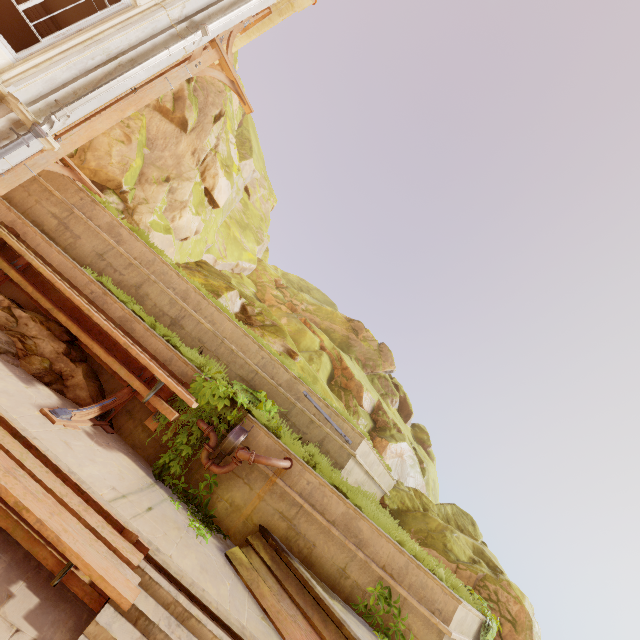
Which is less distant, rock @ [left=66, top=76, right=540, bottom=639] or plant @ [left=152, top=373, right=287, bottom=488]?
plant @ [left=152, top=373, right=287, bottom=488]

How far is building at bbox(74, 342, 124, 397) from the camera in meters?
6.8

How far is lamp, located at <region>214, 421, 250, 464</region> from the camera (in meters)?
6.42

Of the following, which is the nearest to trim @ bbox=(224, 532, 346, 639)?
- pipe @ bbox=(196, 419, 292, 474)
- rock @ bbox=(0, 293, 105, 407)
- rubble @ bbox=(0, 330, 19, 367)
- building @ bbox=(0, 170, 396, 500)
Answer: building @ bbox=(0, 170, 396, 500)

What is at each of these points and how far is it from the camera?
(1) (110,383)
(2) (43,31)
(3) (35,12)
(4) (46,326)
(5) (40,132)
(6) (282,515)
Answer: (1) building, 6.9 meters
(2) pillar, 11.2 meters
(3) pillar, 10.8 meters
(4) rock, 6.6 meters
(5) pipe, 6.2 meters
(6) building, 6.4 meters

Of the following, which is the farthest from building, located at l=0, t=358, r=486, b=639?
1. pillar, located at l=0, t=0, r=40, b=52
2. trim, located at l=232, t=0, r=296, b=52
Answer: trim, located at l=232, t=0, r=296, b=52

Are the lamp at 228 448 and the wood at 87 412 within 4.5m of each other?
yes

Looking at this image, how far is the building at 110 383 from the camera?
6.8m
